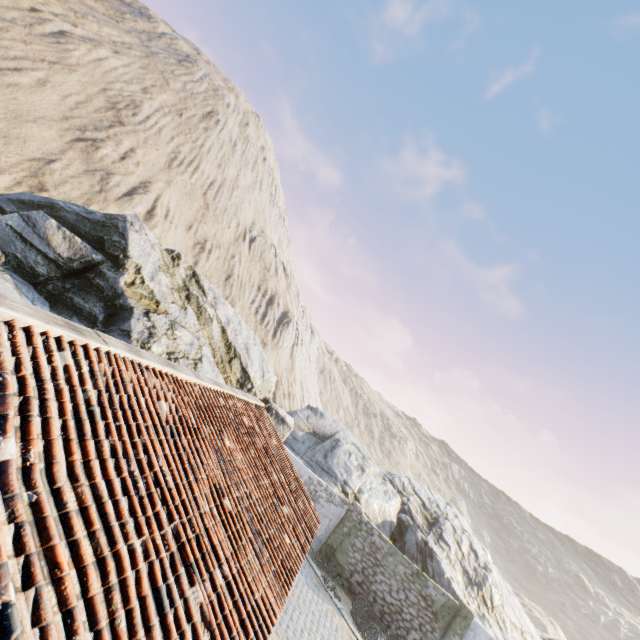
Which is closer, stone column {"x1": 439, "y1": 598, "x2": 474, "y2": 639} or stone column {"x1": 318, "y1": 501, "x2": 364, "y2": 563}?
stone column {"x1": 439, "y1": 598, "x2": 474, "y2": 639}

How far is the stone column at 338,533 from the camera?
16.12m

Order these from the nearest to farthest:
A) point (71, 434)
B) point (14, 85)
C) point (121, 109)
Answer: point (71, 434)
point (14, 85)
point (121, 109)

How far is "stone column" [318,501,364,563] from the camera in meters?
16.1

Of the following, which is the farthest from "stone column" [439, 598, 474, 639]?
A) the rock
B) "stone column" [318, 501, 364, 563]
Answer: "stone column" [318, 501, 364, 563]

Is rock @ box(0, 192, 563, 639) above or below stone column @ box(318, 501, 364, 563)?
above

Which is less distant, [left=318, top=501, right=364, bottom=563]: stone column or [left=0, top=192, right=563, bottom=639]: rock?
[left=0, top=192, right=563, bottom=639]: rock

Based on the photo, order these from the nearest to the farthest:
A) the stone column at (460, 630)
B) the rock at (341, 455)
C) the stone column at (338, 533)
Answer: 1. the rock at (341, 455)
2. the stone column at (460, 630)
3. the stone column at (338, 533)
